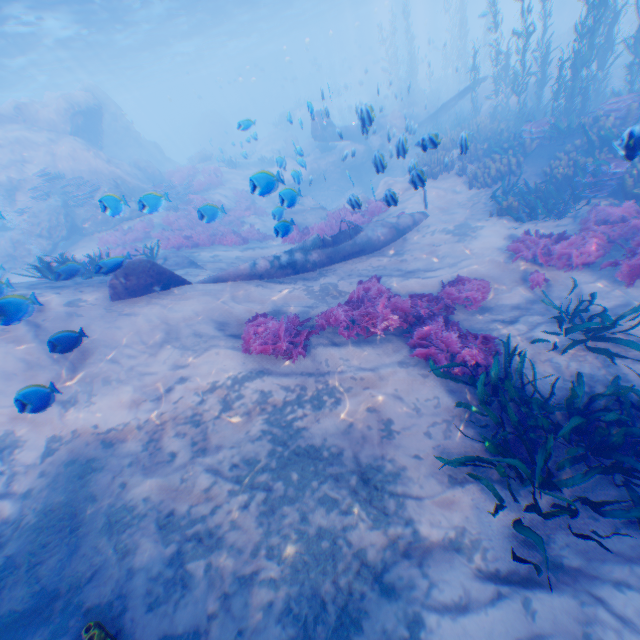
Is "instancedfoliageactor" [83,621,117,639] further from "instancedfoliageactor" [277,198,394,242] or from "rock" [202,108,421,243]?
"instancedfoliageactor" [277,198,394,242]

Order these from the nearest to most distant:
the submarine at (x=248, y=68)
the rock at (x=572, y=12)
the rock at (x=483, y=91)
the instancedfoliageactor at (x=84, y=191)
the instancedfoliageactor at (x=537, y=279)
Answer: the instancedfoliageactor at (x=537, y=279)
the instancedfoliageactor at (x=84, y=191)
the rock at (x=483, y=91)
the rock at (x=572, y=12)
the submarine at (x=248, y=68)

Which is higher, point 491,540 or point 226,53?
point 226,53

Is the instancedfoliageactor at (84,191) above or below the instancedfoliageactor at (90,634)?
above

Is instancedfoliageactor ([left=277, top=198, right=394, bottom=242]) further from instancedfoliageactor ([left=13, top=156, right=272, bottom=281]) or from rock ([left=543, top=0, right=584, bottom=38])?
instancedfoliageactor ([left=13, top=156, right=272, bottom=281])

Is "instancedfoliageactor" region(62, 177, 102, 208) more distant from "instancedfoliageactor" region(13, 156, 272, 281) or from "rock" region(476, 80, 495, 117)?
"instancedfoliageactor" region(13, 156, 272, 281)

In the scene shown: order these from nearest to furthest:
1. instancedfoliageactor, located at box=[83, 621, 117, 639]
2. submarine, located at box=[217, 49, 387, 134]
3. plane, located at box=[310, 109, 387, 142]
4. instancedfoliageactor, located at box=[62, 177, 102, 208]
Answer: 1. instancedfoliageactor, located at box=[83, 621, 117, 639]
2. plane, located at box=[310, 109, 387, 142]
3. instancedfoliageactor, located at box=[62, 177, 102, 208]
4. submarine, located at box=[217, 49, 387, 134]

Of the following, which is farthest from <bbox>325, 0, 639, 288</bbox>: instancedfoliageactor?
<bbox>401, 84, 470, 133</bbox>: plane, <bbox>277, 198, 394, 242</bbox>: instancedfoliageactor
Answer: <bbox>277, 198, 394, 242</bbox>: instancedfoliageactor
